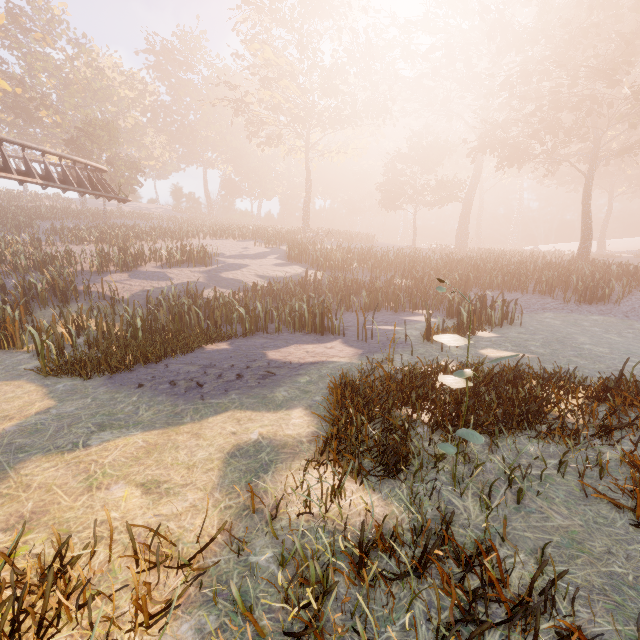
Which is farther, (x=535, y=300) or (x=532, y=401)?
(x=535, y=300)
